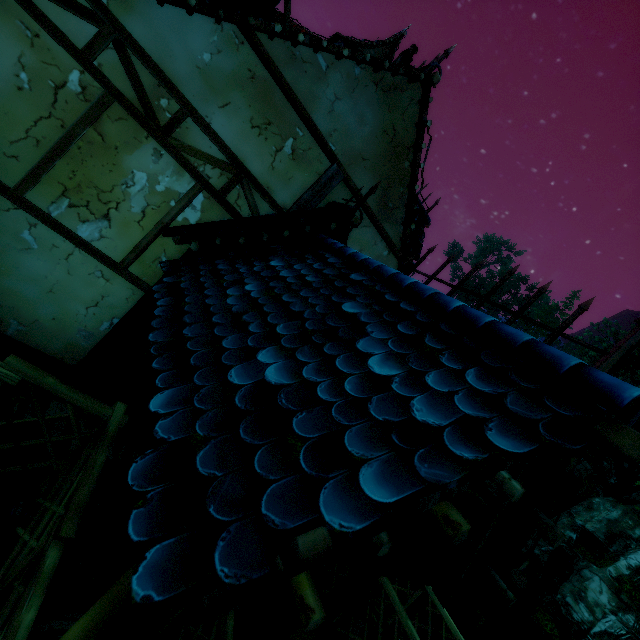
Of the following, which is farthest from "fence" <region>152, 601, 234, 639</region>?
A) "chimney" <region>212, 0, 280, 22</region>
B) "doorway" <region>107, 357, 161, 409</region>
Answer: "chimney" <region>212, 0, 280, 22</region>

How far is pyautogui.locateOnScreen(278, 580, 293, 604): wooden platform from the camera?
4.5 meters

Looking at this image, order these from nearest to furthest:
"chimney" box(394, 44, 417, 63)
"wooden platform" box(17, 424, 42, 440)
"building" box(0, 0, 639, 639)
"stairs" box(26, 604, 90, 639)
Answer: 1. "building" box(0, 0, 639, 639)
2. "stairs" box(26, 604, 90, 639)
3. "wooden platform" box(17, 424, 42, 440)
4. "chimney" box(394, 44, 417, 63)

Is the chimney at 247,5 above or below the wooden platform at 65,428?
above

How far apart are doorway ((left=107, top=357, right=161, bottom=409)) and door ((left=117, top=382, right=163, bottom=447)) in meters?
0.0

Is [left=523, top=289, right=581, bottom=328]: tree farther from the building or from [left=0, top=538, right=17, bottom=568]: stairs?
[left=0, top=538, right=17, bottom=568]: stairs

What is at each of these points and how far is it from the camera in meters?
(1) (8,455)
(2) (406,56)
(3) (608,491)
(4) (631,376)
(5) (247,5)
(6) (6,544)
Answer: (1) wooden platform, 3.0
(2) chimney, 15.3
(3) tree, 22.5
(4) tree, 26.8
(5) chimney, 4.0
(6) stairs, 2.8

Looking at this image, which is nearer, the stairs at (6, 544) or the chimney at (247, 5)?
the stairs at (6, 544)
